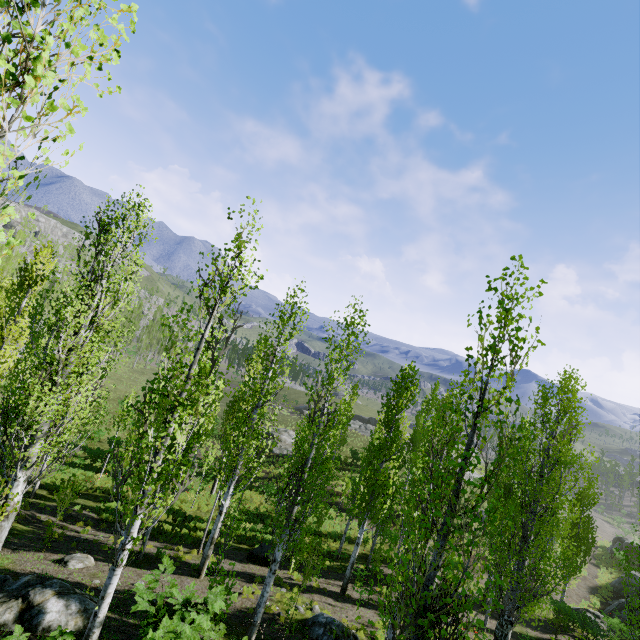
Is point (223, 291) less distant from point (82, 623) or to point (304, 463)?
point (304, 463)

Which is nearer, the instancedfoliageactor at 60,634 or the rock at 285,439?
the instancedfoliageactor at 60,634

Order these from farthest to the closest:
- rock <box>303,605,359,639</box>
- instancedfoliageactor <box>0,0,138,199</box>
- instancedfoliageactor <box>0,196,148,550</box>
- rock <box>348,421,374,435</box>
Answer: rock <box>348,421,374,435</box>, rock <box>303,605,359,639</box>, instancedfoliageactor <box>0,196,148,550</box>, instancedfoliageactor <box>0,0,138,199</box>

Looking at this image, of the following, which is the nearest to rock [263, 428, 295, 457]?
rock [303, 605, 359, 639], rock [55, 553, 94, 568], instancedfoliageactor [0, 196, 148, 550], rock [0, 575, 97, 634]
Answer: instancedfoliageactor [0, 196, 148, 550]

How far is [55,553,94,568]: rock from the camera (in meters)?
11.66

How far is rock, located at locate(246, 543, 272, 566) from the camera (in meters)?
17.03

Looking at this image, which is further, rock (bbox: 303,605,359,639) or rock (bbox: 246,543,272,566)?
rock (bbox: 246,543,272,566)

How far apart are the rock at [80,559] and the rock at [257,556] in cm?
726
